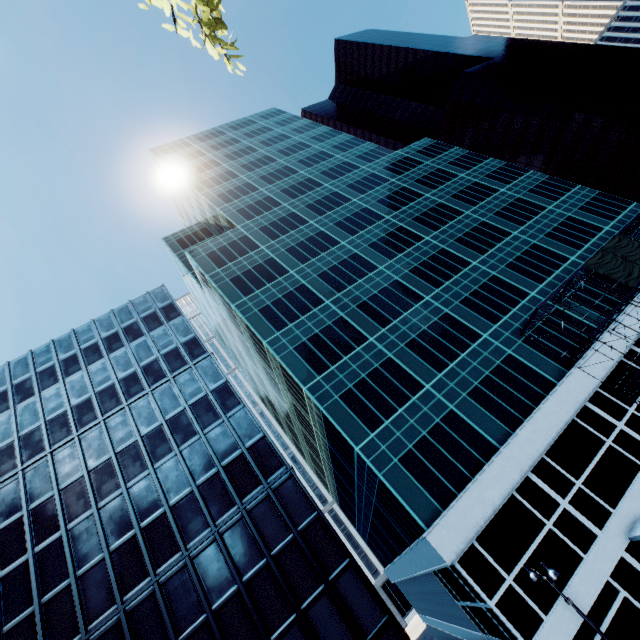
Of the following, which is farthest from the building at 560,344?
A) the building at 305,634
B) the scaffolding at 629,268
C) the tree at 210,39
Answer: the tree at 210,39

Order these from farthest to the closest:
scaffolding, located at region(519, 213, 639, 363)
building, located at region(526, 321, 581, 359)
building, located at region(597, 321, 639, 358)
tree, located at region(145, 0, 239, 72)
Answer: building, located at region(526, 321, 581, 359), building, located at region(597, 321, 639, 358), scaffolding, located at region(519, 213, 639, 363), tree, located at region(145, 0, 239, 72)

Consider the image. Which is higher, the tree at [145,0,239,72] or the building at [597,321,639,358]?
the tree at [145,0,239,72]

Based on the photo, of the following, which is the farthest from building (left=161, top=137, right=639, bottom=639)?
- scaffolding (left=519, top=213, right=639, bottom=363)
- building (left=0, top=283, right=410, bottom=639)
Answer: building (left=0, top=283, right=410, bottom=639)

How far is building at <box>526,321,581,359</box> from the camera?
27.88m

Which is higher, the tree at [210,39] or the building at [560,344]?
the tree at [210,39]

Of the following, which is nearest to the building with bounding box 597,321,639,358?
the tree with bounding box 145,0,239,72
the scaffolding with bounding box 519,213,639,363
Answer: the scaffolding with bounding box 519,213,639,363

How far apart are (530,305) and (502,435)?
14.52m
